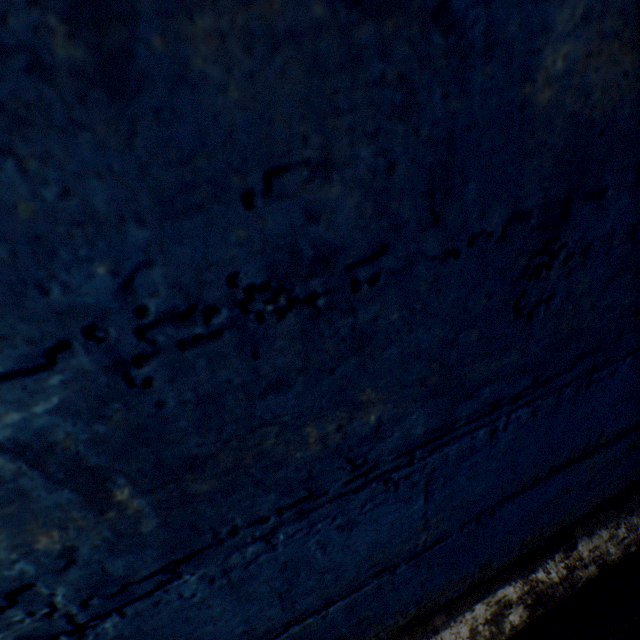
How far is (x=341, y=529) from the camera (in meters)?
0.50
